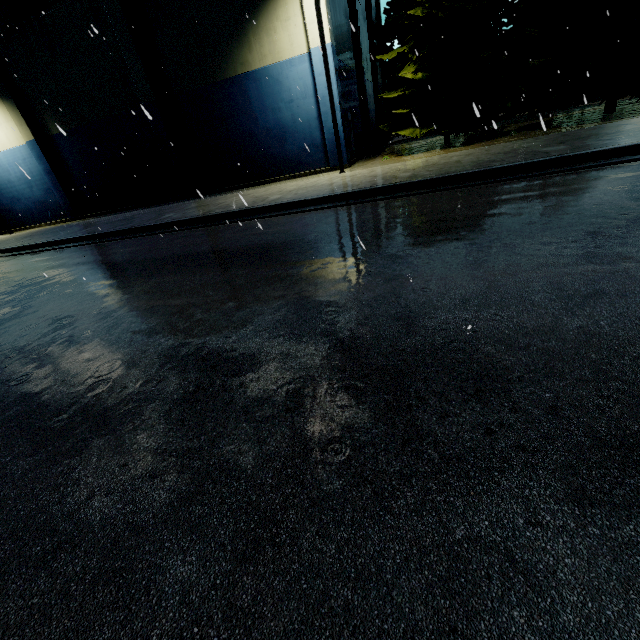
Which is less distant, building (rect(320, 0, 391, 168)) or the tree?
the tree

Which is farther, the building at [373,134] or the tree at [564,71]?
the building at [373,134]

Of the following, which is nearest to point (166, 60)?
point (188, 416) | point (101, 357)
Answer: point (101, 357)
